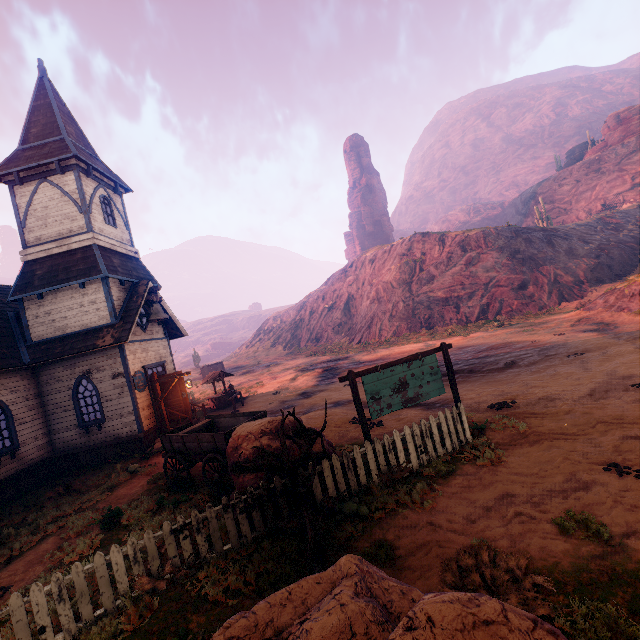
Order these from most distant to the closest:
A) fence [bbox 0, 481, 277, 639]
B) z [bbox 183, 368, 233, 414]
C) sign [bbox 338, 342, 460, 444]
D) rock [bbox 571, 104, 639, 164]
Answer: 1. rock [bbox 571, 104, 639, 164]
2. z [bbox 183, 368, 233, 414]
3. sign [bbox 338, 342, 460, 444]
4. fence [bbox 0, 481, 277, 639]

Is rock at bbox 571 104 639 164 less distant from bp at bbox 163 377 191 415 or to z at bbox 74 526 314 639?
z at bbox 74 526 314 639

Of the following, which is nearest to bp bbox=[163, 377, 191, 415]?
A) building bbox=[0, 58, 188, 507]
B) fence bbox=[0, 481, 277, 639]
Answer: building bbox=[0, 58, 188, 507]

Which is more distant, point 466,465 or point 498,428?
point 498,428

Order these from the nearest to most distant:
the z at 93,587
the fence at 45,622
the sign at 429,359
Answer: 1. the fence at 45,622
2. the z at 93,587
3. the sign at 429,359

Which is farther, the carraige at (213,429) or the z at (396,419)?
the z at (396,419)

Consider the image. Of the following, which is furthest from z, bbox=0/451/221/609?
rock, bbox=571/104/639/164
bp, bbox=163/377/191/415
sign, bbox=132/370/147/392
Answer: sign, bbox=132/370/147/392
